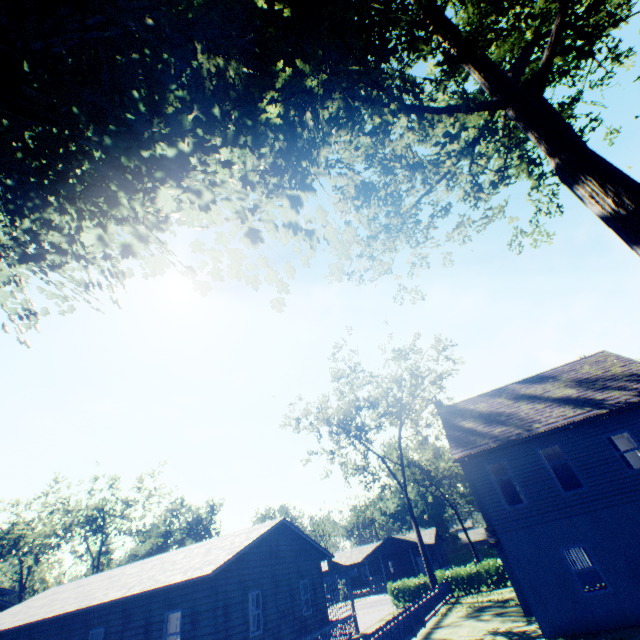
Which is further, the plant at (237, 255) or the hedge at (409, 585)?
the hedge at (409, 585)

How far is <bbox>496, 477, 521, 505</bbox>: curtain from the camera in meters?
15.4

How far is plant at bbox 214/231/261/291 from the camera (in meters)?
8.42

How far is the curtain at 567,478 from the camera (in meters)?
14.71

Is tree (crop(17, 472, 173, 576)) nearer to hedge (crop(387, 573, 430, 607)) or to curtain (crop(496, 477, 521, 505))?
hedge (crop(387, 573, 430, 607))

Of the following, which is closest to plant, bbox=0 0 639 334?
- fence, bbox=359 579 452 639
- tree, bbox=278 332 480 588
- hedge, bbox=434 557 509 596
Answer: fence, bbox=359 579 452 639

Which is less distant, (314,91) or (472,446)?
(314,91)

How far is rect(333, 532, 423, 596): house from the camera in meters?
49.7
